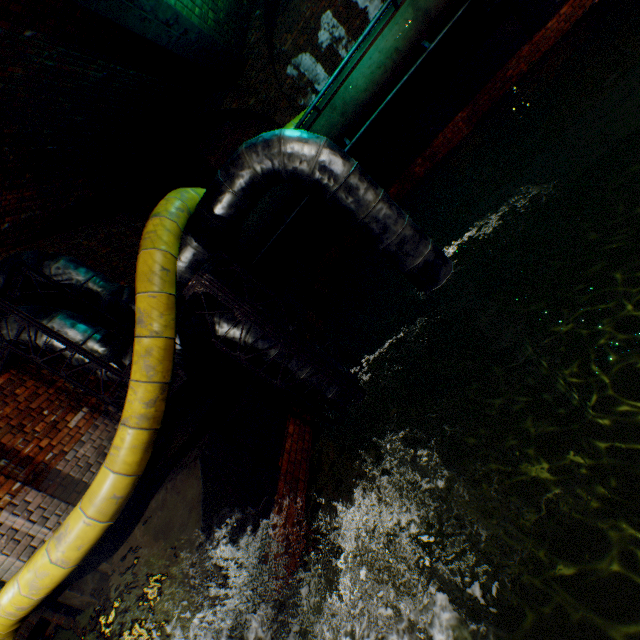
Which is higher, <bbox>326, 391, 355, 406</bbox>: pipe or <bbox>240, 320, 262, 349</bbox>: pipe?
<bbox>240, 320, 262, 349</bbox>: pipe

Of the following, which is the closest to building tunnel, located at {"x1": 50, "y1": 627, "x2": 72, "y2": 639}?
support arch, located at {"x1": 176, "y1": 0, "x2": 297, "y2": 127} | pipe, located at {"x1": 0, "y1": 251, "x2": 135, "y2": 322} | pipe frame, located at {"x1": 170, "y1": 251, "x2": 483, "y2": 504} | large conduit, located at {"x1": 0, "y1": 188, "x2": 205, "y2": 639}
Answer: large conduit, located at {"x1": 0, "y1": 188, "x2": 205, "y2": 639}

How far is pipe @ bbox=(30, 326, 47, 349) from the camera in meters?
4.3 m

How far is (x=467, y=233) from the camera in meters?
9.6

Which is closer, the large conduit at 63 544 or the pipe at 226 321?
the large conduit at 63 544

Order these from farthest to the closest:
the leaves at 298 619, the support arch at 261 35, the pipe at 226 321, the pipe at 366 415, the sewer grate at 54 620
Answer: the support arch at 261 35 → the pipe at 366 415 → the pipe at 226 321 → the sewer grate at 54 620 → the leaves at 298 619

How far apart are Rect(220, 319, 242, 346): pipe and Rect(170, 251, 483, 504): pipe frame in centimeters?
2cm
